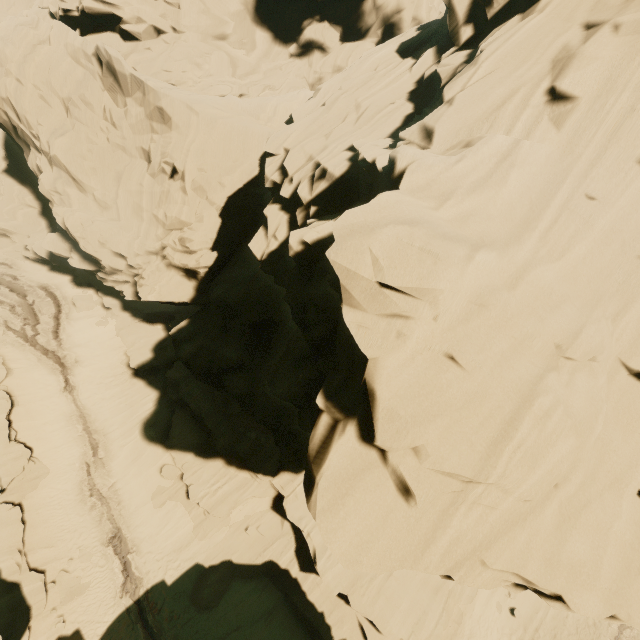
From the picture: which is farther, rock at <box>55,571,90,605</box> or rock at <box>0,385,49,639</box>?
rock at <box>55,571,90,605</box>

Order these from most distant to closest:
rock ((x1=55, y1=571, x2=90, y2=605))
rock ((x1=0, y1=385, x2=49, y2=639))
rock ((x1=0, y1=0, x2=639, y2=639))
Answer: rock ((x1=55, y1=571, x2=90, y2=605)), rock ((x1=0, y1=385, x2=49, y2=639)), rock ((x1=0, y1=0, x2=639, y2=639))

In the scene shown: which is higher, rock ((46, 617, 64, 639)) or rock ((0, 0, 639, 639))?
rock ((0, 0, 639, 639))

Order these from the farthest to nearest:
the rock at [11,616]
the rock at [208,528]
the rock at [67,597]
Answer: the rock at [67,597], the rock at [11,616], the rock at [208,528]

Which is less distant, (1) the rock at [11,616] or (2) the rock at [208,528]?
(2) the rock at [208,528]

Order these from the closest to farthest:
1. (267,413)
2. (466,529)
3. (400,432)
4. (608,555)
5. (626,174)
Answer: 1. (400,432)
2. (466,529)
3. (608,555)
4. (626,174)
5. (267,413)
